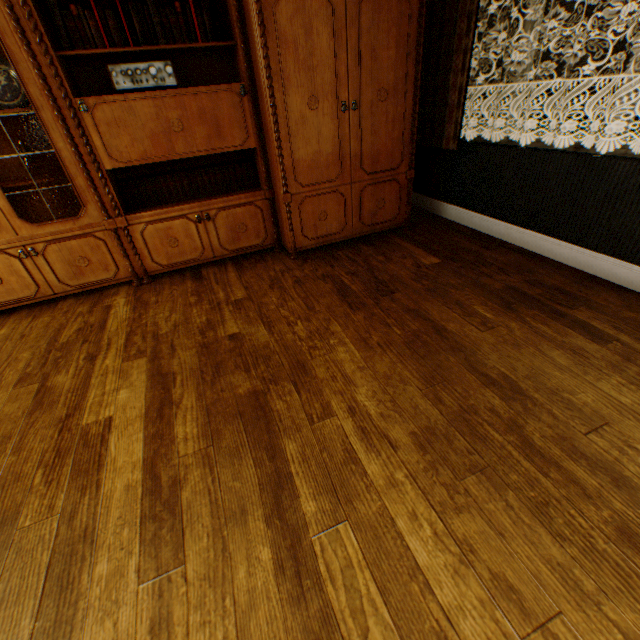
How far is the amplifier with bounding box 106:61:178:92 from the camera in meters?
2.2

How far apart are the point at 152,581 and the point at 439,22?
4.39m

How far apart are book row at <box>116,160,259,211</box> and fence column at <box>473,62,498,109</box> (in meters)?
24.06

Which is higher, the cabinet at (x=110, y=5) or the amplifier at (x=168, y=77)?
the cabinet at (x=110, y=5)

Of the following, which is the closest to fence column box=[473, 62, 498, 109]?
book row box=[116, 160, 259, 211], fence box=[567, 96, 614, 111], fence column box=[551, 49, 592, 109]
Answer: fence column box=[551, 49, 592, 109]

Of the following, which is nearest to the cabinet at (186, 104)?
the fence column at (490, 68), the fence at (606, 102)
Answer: the fence at (606, 102)

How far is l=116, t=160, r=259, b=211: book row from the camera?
2.8m

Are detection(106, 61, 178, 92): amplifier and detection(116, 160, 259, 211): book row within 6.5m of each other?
yes
